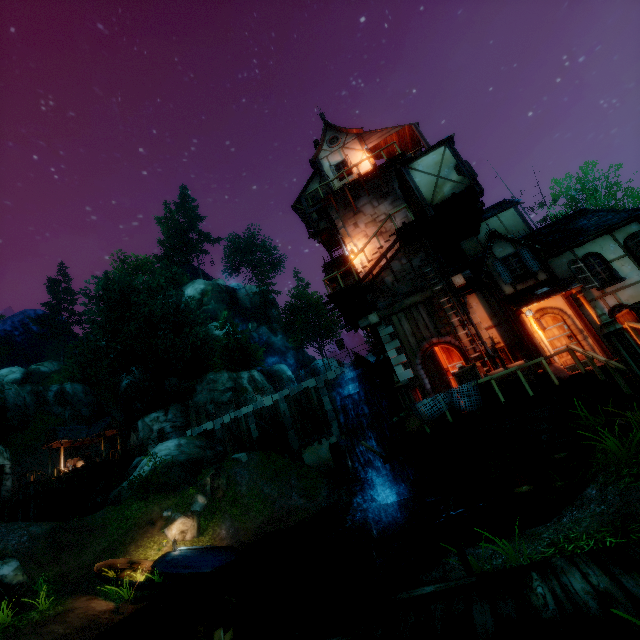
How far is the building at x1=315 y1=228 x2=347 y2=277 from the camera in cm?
1912

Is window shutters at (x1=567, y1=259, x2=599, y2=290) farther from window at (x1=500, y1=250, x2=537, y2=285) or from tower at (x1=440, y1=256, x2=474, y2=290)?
tower at (x1=440, y1=256, x2=474, y2=290)

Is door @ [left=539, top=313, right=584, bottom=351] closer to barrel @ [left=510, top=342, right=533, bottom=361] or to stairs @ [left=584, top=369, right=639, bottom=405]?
barrel @ [left=510, top=342, right=533, bottom=361]

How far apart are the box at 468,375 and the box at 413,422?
1.3 meters

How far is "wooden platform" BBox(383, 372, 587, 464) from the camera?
9.28m

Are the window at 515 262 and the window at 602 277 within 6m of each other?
yes

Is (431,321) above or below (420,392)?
above

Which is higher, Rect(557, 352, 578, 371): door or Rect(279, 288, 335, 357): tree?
Rect(279, 288, 335, 357): tree
